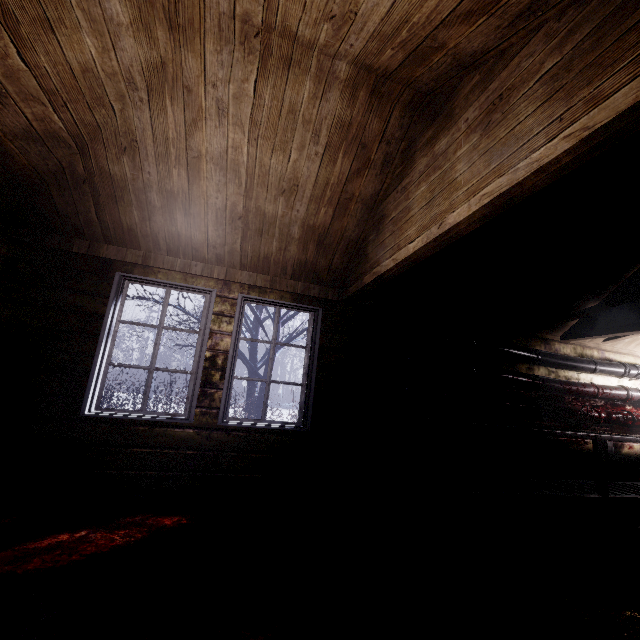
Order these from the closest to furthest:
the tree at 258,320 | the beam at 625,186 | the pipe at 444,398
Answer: the beam at 625,186, the pipe at 444,398, the tree at 258,320

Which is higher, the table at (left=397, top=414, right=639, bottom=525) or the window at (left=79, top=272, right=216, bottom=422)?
the window at (left=79, top=272, right=216, bottom=422)

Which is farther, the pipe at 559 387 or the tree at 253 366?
the tree at 253 366

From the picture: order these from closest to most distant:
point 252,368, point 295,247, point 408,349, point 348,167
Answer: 1. point 348,167
2. point 295,247
3. point 408,349
4. point 252,368

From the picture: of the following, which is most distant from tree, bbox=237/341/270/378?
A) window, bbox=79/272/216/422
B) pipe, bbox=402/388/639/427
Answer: pipe, bbox=402/388/639/427

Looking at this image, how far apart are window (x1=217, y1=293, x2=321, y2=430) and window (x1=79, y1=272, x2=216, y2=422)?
0.24m

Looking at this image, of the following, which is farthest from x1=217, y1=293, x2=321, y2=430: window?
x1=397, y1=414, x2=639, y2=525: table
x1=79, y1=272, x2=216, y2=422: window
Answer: x1=397, y1=414, x2=639, y2=525: table

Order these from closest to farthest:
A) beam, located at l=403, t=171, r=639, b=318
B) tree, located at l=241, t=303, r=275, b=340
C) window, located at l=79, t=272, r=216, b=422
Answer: beam, located at l=403, t=171, r=639, b=318 < window, located at l=79, t=272, r=216, b=422 < tree, located at l=241, t=303, r=275, b=340
